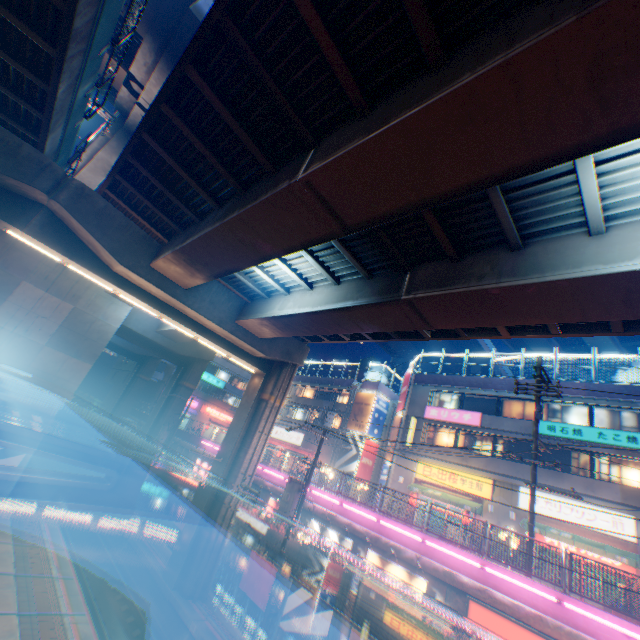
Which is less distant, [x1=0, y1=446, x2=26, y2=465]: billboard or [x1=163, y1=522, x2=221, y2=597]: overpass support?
[x1=163, y1=522, x2=221, y2=597]: overpass support

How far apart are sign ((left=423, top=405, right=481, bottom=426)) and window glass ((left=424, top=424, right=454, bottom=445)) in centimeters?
57cm

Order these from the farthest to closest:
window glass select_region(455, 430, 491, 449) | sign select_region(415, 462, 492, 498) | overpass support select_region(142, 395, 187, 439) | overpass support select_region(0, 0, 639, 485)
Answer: overpass support select_region(142, 395, 187, 439)
window glass select_region(455, 430, 491, 449)
sign select_region(415, 462, 492, 498)
overpass support select_region(0, 0, 639, 485)

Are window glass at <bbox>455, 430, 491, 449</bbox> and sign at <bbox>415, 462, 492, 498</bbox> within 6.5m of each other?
yes

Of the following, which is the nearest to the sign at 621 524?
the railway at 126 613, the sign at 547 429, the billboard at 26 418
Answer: the sign at 547 429

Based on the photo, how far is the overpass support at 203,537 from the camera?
17.08m

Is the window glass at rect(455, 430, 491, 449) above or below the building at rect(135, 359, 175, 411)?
above

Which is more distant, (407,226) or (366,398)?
(366,398)
